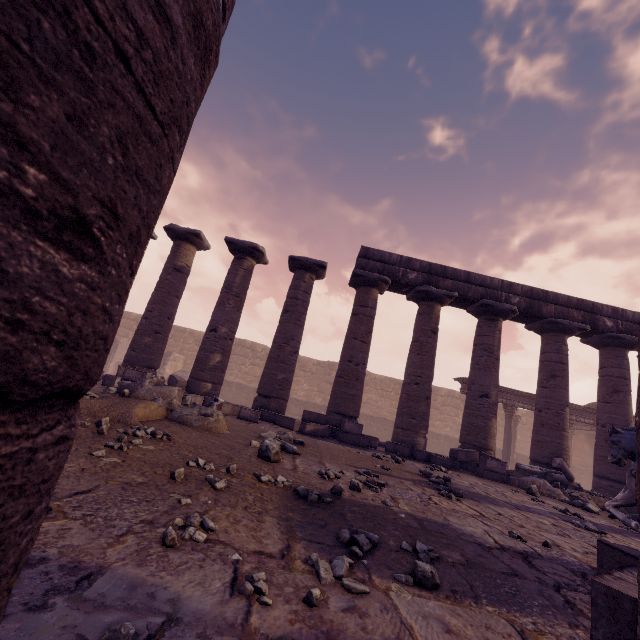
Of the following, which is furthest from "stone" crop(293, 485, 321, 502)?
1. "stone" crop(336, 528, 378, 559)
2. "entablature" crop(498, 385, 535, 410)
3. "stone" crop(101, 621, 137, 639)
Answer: "entablature" crop(498, 385, 535, 410)

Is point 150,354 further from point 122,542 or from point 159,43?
point 159,43

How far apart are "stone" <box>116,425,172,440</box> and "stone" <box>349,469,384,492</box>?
2.3 meters

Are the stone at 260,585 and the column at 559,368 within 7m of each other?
no

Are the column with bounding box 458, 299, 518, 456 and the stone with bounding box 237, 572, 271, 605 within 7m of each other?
no

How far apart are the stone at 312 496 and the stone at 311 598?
1.4m

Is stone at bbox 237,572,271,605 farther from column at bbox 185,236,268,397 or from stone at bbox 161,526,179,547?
column at bbox 185,236,268,397

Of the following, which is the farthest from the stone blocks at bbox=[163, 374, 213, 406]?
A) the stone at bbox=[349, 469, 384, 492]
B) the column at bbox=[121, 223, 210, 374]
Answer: the stone at bbox=[349, 469, 384, 492]
